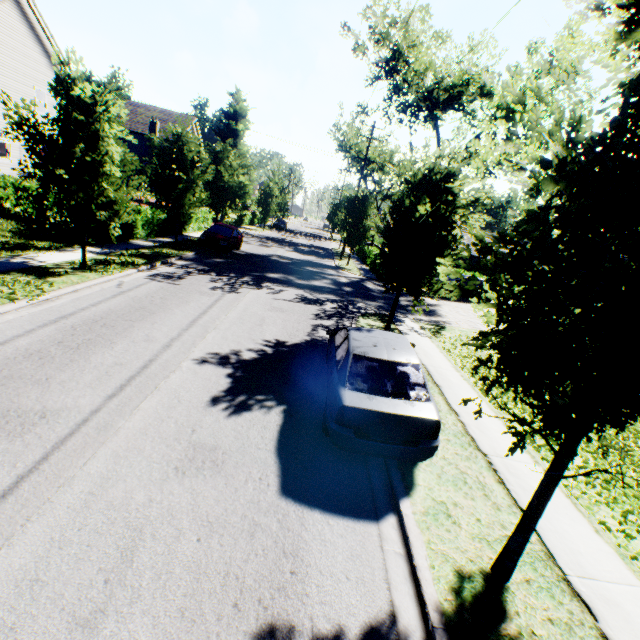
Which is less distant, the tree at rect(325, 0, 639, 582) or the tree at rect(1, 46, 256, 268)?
the tree at rect(325, 0, 639, 582)

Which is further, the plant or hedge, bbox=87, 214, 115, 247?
hedge, bbox=87, 214, 115, 247

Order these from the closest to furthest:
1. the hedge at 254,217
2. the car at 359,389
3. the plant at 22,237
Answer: the car at 359,389, the plant at 22,237, the hedge at 254,217

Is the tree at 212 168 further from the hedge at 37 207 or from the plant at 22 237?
the plant at 22 237

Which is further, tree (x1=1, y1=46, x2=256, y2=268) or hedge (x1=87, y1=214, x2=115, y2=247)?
hedge (x1=87, y1=214, x2=115, y2=247)

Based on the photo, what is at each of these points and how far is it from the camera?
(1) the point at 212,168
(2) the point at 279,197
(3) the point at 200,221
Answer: (1) tree, 17.05m
(2) tree, 47.03m
(3) hedge, 26.98m

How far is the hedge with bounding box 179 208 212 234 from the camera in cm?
2388

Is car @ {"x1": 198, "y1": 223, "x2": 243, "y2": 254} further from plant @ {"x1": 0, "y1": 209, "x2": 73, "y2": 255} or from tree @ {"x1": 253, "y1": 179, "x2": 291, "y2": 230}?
plant @ {"x1": 0, "y1": 209, "x2": 73, "y2": 255}
